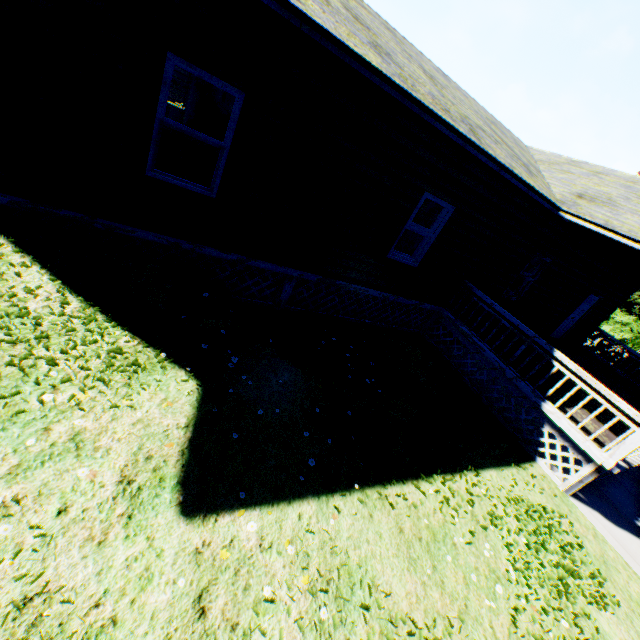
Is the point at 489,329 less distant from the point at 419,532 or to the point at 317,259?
the point at 317,259

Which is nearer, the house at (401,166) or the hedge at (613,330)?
the house at (401,166)

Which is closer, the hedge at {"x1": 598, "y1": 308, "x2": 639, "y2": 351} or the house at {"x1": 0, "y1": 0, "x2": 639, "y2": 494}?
the house at {"x1": 0, "y1": 0, "x2": 639, "y2": 494}
